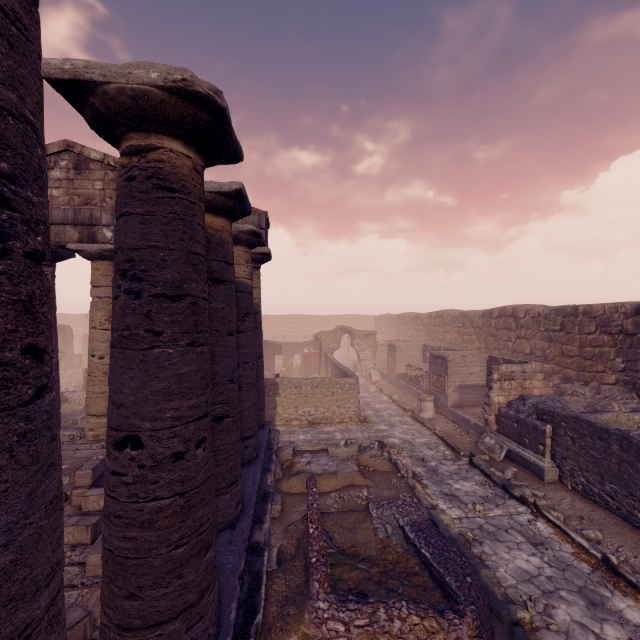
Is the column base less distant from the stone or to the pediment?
the stone

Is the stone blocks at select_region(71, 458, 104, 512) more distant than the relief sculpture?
No

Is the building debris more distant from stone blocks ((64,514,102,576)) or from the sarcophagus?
stone blocks ((64,514,102,576))

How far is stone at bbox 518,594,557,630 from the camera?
4.8 meters

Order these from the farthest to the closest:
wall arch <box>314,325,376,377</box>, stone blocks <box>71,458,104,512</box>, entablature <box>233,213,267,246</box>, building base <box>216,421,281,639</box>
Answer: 1. wall arch <box>314,325,376,377</box>
2. entablature <box>233,213,267,246</box>
3. stone blocks <box>71,458,104,512</box>
4. building base <box>216,421,281,639</box>

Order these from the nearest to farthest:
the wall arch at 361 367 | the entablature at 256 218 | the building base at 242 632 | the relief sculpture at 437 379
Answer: the building base at 242 632 < the entablature at 256 218 < the relief sculpture at 437 379 < the wall arch at 361 367

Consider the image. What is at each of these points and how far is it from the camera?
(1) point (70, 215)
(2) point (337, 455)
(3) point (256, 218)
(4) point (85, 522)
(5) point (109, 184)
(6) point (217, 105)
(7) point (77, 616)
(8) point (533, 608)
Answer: (1) entablature, 9.0m
(2) debris pile, 9.5m
(3) entablature, 9.5m
(4) stone blocks, 4.9m
(5) pediment, 9.5m
(6) column, 2.9m
(7) stone blocks, 3.4m
(8) stone, 5.0m

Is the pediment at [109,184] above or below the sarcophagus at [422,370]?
above
